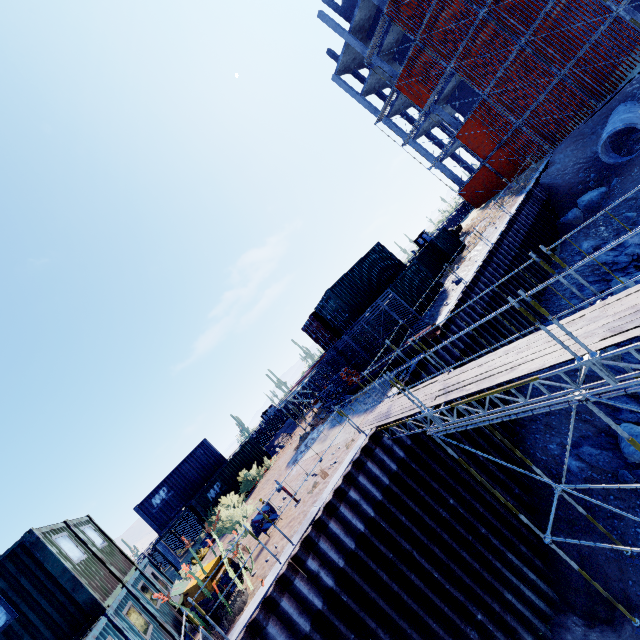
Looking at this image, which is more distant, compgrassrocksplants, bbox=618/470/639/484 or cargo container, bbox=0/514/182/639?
compgrassrocksplants, bbox=618/470/639/484

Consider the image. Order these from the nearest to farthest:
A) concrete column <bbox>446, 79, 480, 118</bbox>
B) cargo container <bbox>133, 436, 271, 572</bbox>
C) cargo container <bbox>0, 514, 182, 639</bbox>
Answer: cargo container <bbox>0, 514, 182, 639</bbox>, cargo container <bbox>133, 436, 271, 572</bbox>, concrete column <bbox>446, 79, 480, 118</bbox>

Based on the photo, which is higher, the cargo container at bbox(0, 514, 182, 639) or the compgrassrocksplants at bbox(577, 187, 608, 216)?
the cargo container at bbox(0, 514, 182, 639)

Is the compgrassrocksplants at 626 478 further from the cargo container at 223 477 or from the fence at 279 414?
the fence at 279 414

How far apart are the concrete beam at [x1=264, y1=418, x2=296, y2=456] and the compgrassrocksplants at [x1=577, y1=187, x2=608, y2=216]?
26.5 meters

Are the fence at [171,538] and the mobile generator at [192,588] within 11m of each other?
no

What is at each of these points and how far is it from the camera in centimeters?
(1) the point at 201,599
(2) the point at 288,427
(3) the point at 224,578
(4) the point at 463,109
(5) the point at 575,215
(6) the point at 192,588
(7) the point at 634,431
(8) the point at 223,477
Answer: (1) mobile generator, 884cm
(2) concrete beam, 2920cm
(3) mobile generator, 891cm
(4) concrete column, 3509cm
(5) compgrassrocksplants, 1941cm
(6) mobile generator, 911cm
(7) compgrassrocksplants, 1003cm
(8) cargo container, 2380cm

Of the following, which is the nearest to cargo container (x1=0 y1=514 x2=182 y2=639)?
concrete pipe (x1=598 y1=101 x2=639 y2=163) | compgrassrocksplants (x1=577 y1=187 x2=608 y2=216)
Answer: compgrassrocksplants (x1=577 y1=187 x2=608 y2=216)
